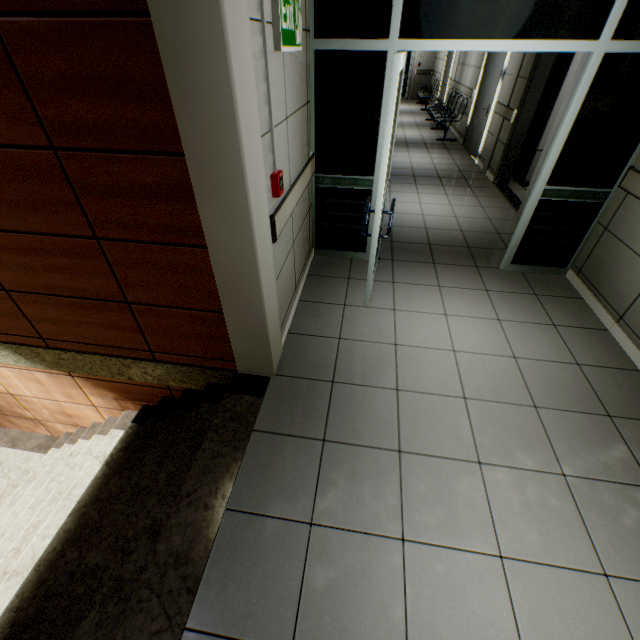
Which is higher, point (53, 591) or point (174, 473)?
point (174, 473)

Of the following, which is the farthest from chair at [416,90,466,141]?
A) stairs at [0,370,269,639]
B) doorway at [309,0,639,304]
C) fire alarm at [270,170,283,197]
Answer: stairs at [0,370,269,639]

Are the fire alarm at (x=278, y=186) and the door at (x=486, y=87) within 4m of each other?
no

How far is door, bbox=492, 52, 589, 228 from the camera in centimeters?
382cm

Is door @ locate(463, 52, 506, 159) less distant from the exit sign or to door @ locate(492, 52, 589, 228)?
door @ locate(492, 52, 589, 228)

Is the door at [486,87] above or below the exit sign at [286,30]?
below

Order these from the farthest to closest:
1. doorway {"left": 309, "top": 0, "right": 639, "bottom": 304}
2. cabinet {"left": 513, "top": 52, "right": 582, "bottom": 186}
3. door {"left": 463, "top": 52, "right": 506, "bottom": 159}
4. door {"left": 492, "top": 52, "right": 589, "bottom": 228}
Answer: door {"left": 463, "top": 52, "right": 506, "bottom": 159}, cabinet {"left": 513, "top": 52, "right": 582, "bottom": 186}, door {"left": 492, "top": 52, "right": 589, "bottom": 228}, doorway {"left": 309, "top": 0, "right": 639, "bottom": 304}

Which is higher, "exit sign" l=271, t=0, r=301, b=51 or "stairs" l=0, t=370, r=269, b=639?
"exit sign" l=271, t=0, r=301, b=51
